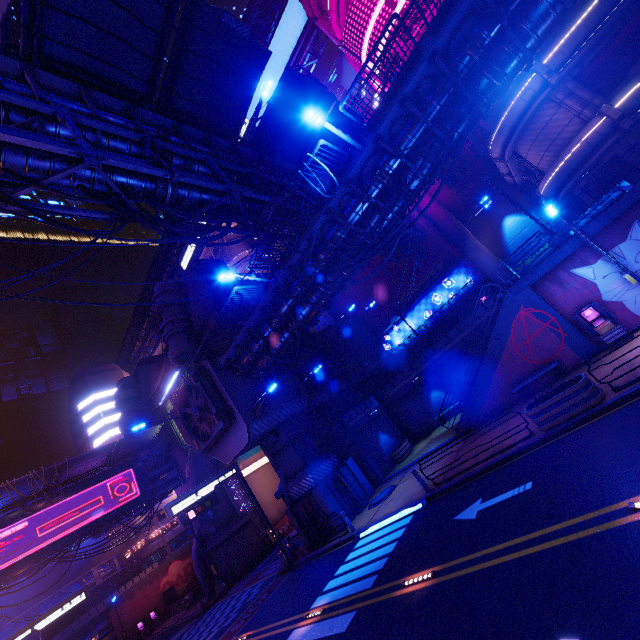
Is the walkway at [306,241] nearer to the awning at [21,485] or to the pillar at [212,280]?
the awning at [21,485]

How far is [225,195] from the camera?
13.23m

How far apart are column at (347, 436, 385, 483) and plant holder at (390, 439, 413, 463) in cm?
151

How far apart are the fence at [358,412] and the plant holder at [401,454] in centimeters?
329cm

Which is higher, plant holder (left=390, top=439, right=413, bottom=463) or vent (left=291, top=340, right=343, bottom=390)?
vent (left=291, top=340, right=343, bottom=390)

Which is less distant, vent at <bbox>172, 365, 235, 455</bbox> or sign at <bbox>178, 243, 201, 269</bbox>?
vent at <bbox>172, 365, 235, 455</bbox>

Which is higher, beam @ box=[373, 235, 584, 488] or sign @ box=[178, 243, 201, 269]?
sign @ box=[178, 243, 201, 269]

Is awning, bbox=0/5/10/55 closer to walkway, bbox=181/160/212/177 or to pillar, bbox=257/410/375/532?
walkway, bbox=181/160/212/177
